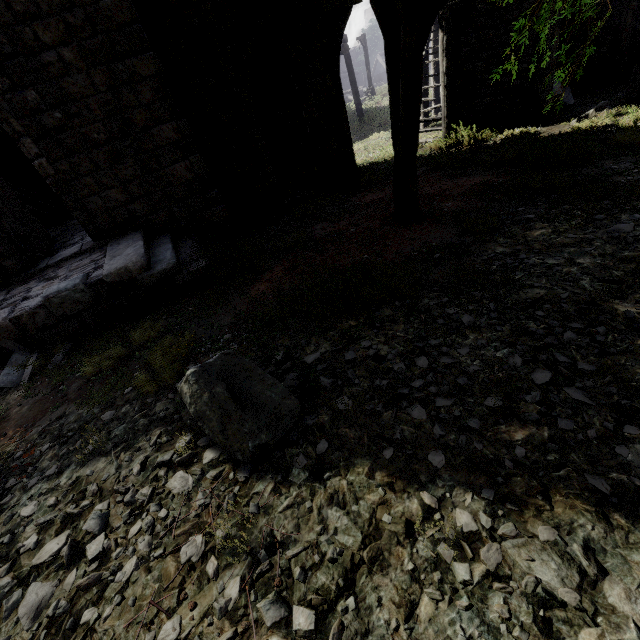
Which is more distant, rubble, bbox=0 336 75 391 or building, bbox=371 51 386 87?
building, bbox=371 51 386 87

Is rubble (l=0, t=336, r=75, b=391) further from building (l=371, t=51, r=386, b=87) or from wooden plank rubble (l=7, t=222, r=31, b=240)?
wooden plank rubble (l=7, t=222, r=31, b=240)

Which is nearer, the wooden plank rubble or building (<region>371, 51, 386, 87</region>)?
the wooden plank rubble

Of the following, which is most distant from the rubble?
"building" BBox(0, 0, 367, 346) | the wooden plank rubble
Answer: the wooden plank rubble

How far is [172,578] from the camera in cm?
239

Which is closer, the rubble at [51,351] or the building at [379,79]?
the rubble at [51,351]
